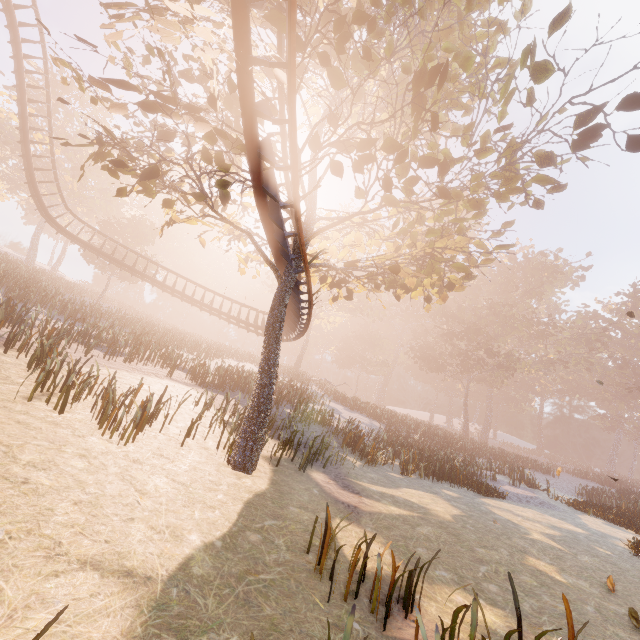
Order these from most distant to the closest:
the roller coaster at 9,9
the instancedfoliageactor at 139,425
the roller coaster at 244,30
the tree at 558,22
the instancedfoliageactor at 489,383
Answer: the roller coaster at 9,9 → the instancedfoliageactor at 489,383 → the instancedfoliageactor at 139,425 → the tree at 558,22 → the roller coaster at 244,30

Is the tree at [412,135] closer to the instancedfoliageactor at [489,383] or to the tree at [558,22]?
the tree at [558,22]

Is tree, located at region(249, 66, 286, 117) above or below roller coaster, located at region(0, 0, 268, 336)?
below

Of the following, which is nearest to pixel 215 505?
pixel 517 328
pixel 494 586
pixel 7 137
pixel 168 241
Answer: pixel 494 586

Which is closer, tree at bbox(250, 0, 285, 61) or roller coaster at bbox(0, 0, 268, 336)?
tree at bbox(250, 0, 285, 61)

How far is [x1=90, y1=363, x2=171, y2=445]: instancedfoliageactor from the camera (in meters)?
7.98

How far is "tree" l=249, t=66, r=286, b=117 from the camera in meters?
7.1
